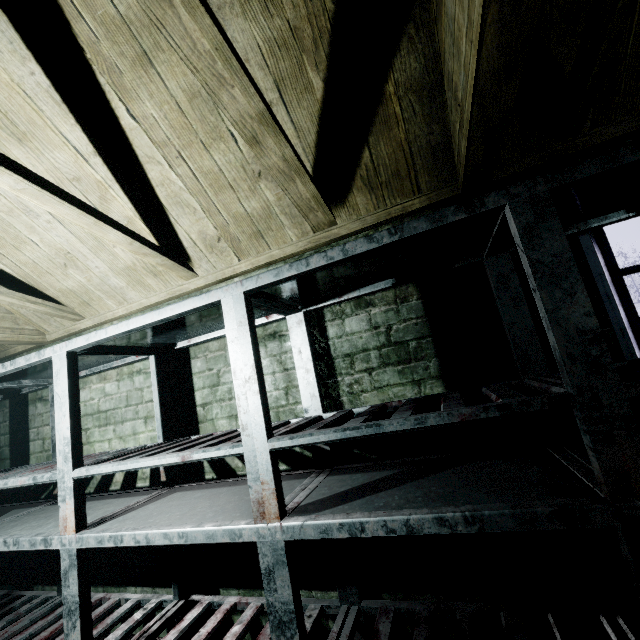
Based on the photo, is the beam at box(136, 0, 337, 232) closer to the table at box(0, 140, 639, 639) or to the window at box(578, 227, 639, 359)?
the table at box(0, 140, 639, 639)

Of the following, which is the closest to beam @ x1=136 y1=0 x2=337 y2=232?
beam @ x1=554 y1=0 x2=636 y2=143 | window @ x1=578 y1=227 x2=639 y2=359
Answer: beam @ x1=554 y1=0 x2=636 y2=143

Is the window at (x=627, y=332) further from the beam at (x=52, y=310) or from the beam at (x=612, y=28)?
the beam at (x=52, y=310)

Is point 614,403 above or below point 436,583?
above

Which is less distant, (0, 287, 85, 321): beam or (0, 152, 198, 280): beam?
(0, 152, 198, 280): beam

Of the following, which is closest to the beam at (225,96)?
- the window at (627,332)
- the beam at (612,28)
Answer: the beam at (612,28)

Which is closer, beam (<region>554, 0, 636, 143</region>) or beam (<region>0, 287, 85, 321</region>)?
beam (<region>554, 0, 636, 143</region>)

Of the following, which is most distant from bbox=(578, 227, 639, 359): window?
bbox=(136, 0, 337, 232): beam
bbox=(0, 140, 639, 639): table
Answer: bbox=(136, 0, 337, 232): beam
